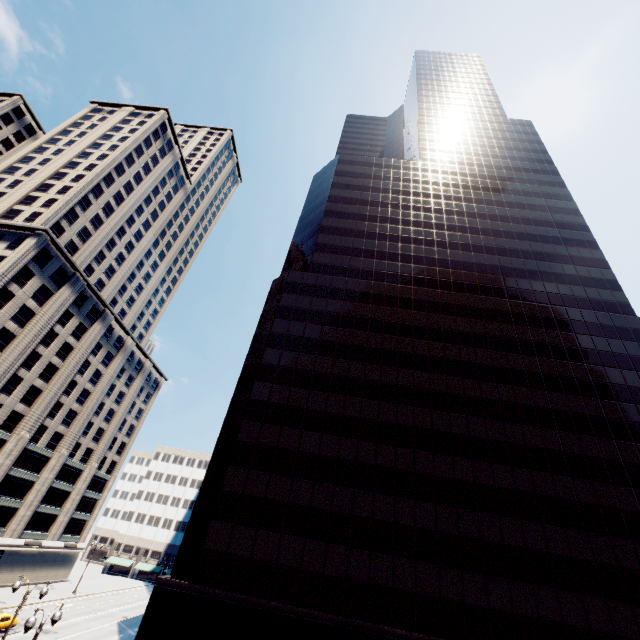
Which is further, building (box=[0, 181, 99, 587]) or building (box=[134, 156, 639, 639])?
building (box=[0, 181, 99, 587])

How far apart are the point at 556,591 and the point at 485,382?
16.31m

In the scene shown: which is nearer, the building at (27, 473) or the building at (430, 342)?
the building at (430, 342)
